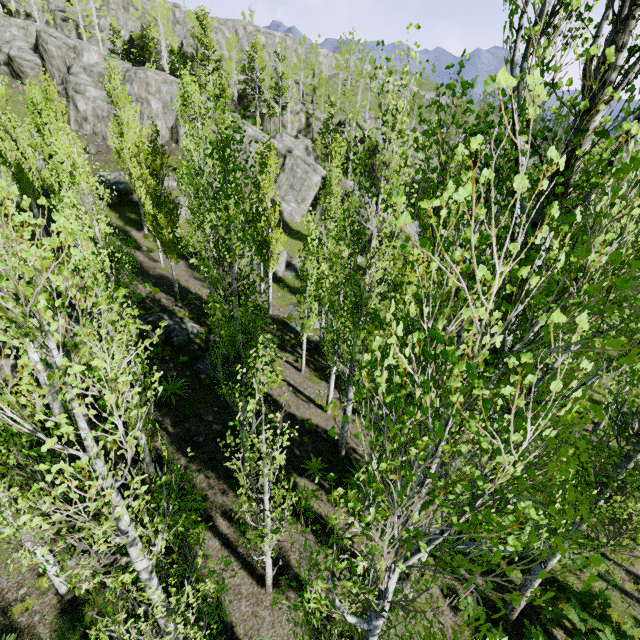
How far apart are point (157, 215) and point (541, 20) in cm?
1852

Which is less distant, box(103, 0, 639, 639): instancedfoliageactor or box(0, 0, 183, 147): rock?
box(103, 0, 639, 639): instancedfoliageactor

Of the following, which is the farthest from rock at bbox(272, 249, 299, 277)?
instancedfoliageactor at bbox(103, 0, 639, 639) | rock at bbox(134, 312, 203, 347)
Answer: rock at bbox(134, 312, 203, 347)

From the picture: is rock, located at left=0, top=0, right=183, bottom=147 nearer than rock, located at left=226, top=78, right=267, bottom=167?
Yes

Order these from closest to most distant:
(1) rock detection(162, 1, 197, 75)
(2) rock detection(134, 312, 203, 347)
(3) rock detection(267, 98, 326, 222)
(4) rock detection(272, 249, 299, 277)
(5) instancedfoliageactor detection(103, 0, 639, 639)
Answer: (5) instancedfoliageactor detection(103, 0, 639, 639) → (2) rock detection(134, 312, 203, 347) → (4) rock detection(272, 249, 299, 277) → (3) rock detection(267, 98, 326, 222) → (1) rock detection(162, 1, 197, 75)

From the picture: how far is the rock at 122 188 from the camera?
29.0 meters

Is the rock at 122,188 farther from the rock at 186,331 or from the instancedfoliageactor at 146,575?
the rock at 186,331
